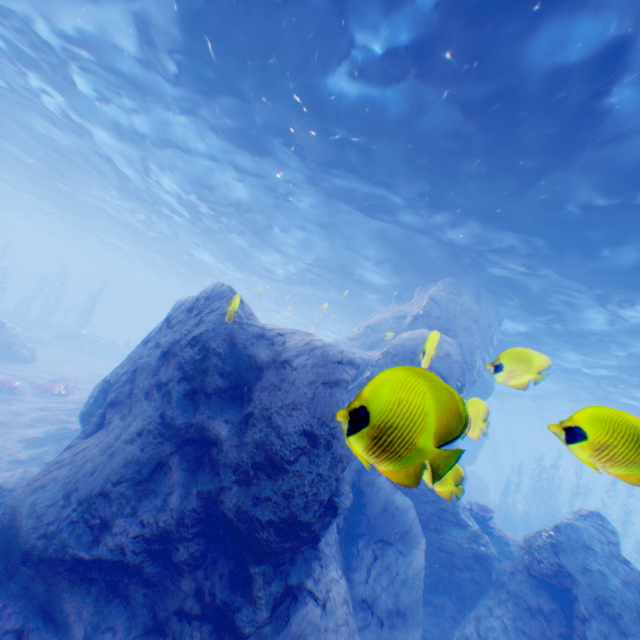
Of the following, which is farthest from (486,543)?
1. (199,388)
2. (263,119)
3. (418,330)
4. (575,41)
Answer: (263,119)

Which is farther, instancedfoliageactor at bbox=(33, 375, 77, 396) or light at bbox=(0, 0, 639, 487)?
instancedfoliageactor at bbox=(33, 375, 77, 396)

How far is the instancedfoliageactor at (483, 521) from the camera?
10.5 meters

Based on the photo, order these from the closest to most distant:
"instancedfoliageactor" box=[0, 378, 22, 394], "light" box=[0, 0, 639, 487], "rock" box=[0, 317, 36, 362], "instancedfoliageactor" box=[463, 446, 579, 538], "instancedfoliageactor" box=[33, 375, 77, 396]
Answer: "light" box=[0, 0, 639, 487]
"instancedfoliageactor" box=[463, 446, 579, 538]
"instancedfoliageactor" box=[0, 378, 22, 394]
"instancedfoliageactor" box=[33, 375, 77, 396]
"rock" box=[0, 317, 36, 362]

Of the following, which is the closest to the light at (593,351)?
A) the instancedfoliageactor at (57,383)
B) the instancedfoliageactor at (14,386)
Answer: the instancedfoliageactor at (57,383)

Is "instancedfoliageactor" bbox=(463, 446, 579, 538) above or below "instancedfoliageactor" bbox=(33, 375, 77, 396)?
above

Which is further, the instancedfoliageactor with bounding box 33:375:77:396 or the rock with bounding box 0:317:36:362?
the rock with bounding box 0:317:36:362

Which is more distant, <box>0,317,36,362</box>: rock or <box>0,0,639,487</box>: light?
<box>0,317,36,362</box>: rock
